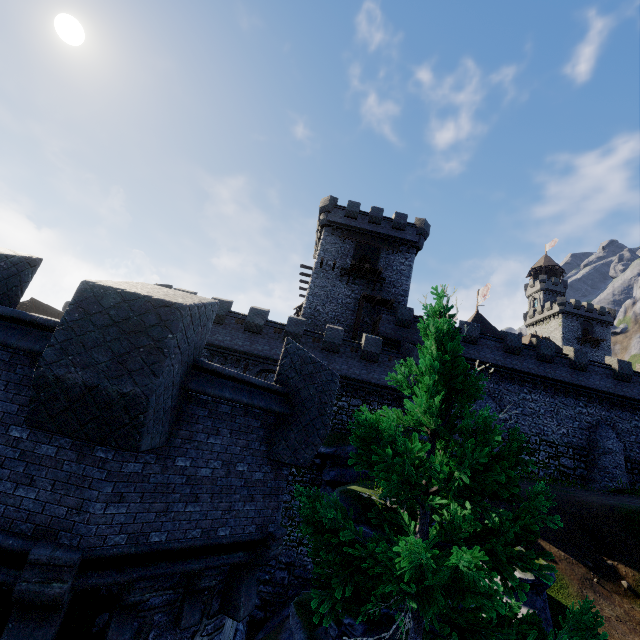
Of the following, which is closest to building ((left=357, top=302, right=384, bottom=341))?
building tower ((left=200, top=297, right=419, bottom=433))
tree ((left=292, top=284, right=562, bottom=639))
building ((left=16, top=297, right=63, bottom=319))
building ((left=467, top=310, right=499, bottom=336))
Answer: building tower ((left=200, top=297, right=419, bottom=433))

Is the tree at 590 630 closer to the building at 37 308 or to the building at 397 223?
the building at 397 223

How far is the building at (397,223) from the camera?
30.6 meters

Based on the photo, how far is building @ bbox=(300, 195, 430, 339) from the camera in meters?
30.6

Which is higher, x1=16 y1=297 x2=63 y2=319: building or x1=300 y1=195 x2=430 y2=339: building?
x1=300 y1=195 x2=430 y2=339: building

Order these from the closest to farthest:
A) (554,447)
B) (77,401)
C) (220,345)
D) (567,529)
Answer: (77,401), (567,529), (220,345), (554,447)

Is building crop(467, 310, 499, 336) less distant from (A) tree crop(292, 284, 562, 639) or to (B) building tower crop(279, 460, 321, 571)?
(B) building tower crop(279, 460, 321, 571)

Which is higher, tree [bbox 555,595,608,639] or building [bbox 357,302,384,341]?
building [bbox 357,302,384,341]
